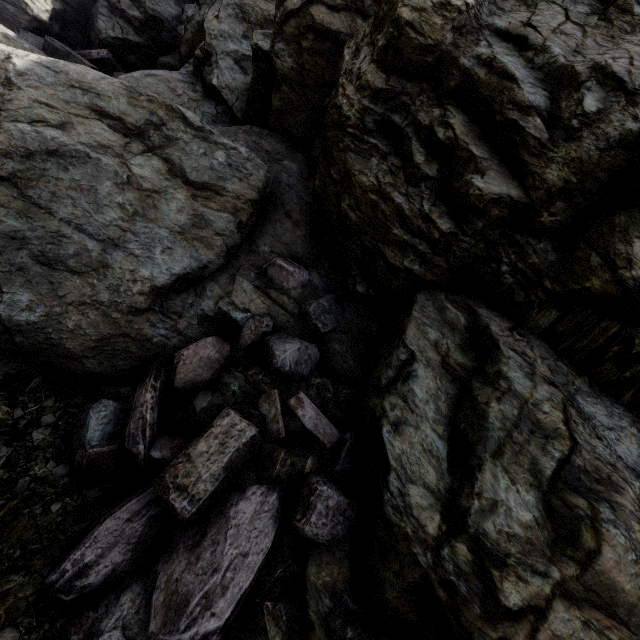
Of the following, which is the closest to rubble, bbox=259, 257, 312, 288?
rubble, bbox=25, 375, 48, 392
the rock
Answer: the rock

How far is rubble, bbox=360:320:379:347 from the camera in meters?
4.5

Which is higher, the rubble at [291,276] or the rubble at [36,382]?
the rubble at [291,276]

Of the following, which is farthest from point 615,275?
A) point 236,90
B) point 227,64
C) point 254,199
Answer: point 227,64

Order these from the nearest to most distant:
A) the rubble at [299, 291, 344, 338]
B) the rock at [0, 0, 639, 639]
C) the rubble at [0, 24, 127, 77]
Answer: the rock at [0, 0, 639, 639]
the rubble at [299, 291, 344, 338]
the rubble at [0, 24, 127, 77]

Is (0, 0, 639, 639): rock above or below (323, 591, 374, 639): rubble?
above

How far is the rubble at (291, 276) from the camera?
4.6 meters

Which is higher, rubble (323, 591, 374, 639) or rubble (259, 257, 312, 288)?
rubble (259, 257, 312, 288)
